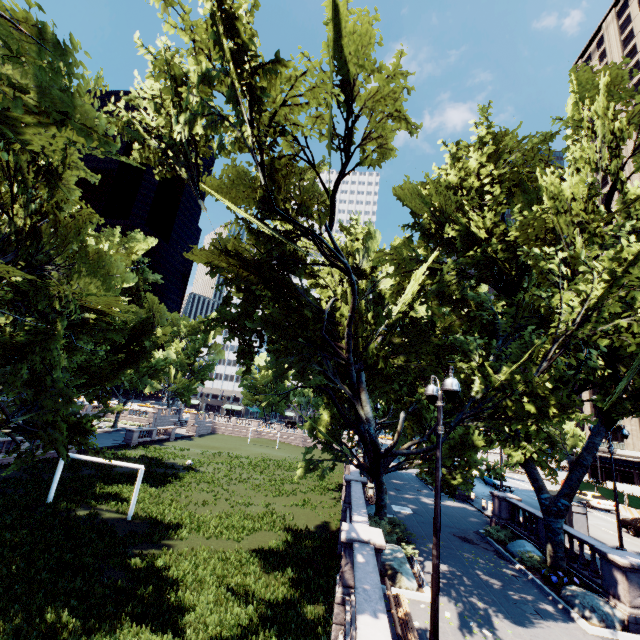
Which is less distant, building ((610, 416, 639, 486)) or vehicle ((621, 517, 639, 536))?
vehicle ((621, 517, 639, 536))

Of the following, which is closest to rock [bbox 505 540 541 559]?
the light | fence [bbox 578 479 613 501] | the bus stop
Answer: the bus stop

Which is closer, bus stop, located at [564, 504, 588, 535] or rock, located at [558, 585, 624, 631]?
rock, located at [558, 585, 624, 631]

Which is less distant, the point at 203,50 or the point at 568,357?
the point at 203,50

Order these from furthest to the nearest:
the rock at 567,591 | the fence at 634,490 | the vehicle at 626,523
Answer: the fence at 634,490 → the vehicle at 626,523 → the rock at 567,591

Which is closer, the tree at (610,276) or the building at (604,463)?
the tree at (610,276)

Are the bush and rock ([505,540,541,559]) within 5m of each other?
yes

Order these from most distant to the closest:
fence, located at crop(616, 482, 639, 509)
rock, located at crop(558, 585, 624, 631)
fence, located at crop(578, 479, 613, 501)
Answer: fence, located at crop(578, 479, 613, 501) < fence, located at crop(616, 482, 639, 509) < rock, located at crop(558, 585, 624, 631)
